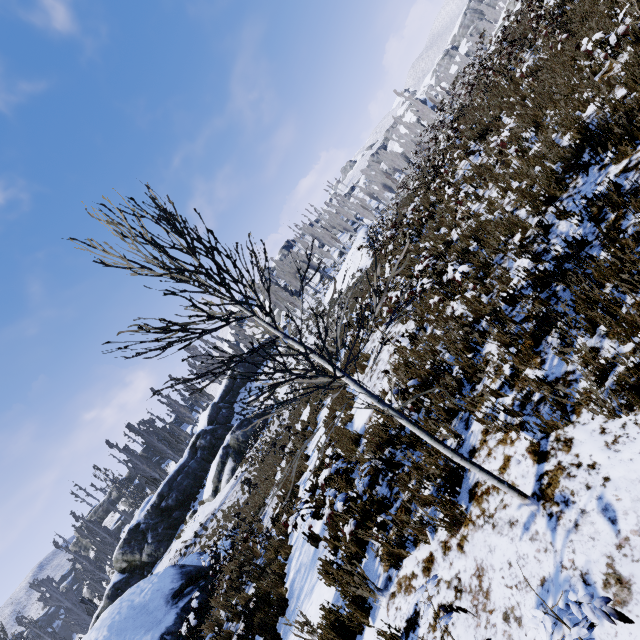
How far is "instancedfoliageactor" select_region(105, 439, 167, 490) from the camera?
36.0 meters

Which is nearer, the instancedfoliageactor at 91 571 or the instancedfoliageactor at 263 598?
the instancedfoliageactor at 263 598

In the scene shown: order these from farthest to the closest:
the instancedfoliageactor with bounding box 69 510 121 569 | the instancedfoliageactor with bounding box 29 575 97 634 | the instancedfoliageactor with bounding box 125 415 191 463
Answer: the instancedfoliageactor with bounding box 125 415 191 463, the instancedfoliageactor with bounding box 29 575 97 634, the instancedfoliageactor with bounding box 69 510 121 569

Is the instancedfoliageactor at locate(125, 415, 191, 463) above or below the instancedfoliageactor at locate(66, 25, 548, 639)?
above

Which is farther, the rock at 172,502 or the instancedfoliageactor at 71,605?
the instancedfoliageactor at 71,605

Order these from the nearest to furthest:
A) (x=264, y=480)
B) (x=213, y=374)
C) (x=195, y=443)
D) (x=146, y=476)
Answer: (x=213, y=374) < (x=264, y=480) < (x=195, y=443) < (x=146, y=476)

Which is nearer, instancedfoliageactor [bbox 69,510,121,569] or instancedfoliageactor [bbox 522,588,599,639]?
instancedfoliageactor [bbox 522,588,599,639]
